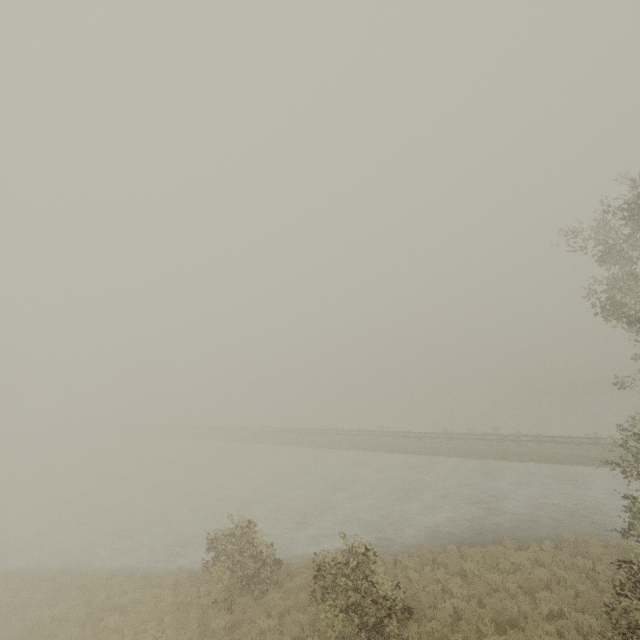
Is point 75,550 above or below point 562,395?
below
